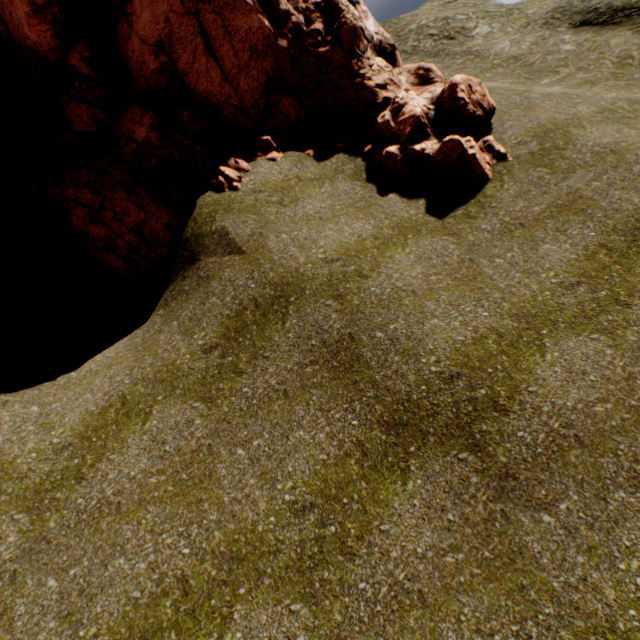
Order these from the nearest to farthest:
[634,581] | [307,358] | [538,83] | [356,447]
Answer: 1. [634,581]
2. [356,447]
3. [307,358]
4. [538,83]
